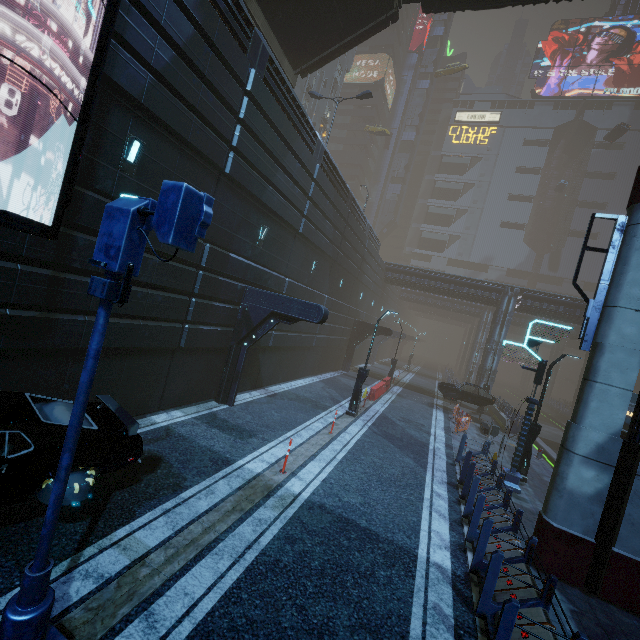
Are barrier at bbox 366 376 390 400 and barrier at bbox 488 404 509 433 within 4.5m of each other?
no

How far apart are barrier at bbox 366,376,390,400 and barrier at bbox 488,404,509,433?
8.20m

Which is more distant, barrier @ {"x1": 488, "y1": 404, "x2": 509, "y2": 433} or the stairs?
barrier @ {"x1": 488, "y1": 404, "x2": 509, "y2": 433}

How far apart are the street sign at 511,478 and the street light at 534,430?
0.8 meters

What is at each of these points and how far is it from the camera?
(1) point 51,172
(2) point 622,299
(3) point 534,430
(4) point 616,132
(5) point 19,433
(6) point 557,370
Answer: (1) building, 6.7 meters
(2) sm, 7.5 meters
(3) street light, 13.4 meters
(4) car, 49.4 meters
(5) car, 5.7 meters
(6) building, 54.8 meters

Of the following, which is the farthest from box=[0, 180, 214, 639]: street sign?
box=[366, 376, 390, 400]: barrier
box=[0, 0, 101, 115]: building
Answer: box=[366, 376, 390, 400]: barrier

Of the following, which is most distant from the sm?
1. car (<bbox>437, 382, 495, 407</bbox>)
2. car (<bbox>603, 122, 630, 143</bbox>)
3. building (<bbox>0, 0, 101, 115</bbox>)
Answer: car (<bbox>603, 122, 630, 143</bbox>)

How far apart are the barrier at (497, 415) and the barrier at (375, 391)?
8.20m
